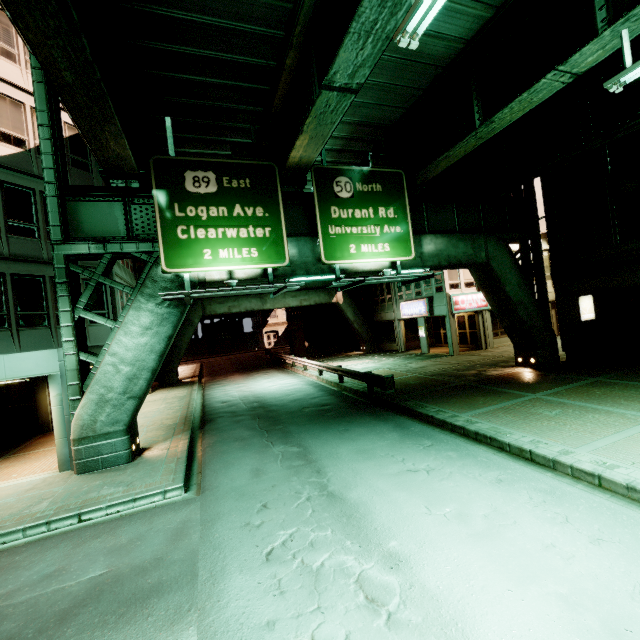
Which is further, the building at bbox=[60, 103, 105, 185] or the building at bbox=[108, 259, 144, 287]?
the building at bbox=[108, 259, 144, 287]

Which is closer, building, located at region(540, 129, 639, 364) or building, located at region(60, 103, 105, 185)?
building, located at region(540, 129, 639, 364)

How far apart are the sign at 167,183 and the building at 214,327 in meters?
49.6 m

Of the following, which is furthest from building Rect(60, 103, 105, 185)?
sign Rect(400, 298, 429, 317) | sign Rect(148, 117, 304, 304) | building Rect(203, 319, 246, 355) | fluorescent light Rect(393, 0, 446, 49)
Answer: building Rect(203, 319, 246, 355)

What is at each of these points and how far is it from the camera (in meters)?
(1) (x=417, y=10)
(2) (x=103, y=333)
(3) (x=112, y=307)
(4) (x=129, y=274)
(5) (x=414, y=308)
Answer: (1) fluorescent light, 4.85
(2) building, 15.61
(3) building, 16.19
(4) building, 21.03
(5) sign, 26.56

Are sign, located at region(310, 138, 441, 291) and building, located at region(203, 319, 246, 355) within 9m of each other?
no

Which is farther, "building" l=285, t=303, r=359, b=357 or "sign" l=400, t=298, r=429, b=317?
"building" l=285, t=303, r=359, b=357
